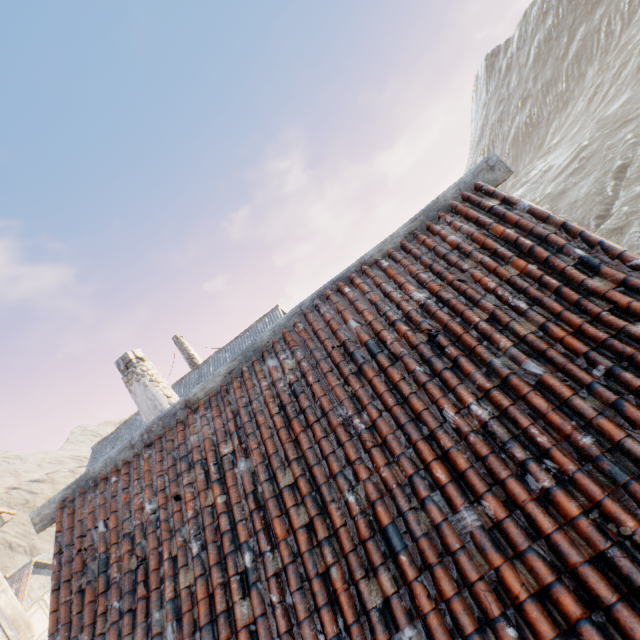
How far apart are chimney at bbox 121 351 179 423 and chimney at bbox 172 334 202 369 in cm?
1385

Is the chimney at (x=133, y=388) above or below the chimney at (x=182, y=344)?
below

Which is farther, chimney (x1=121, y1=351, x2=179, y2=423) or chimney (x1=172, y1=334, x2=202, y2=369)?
chimney (x1=172, y1=334, x2=202, y2=369)

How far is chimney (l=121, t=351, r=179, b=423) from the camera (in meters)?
7.20

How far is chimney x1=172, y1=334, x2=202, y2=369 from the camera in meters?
21.4 m

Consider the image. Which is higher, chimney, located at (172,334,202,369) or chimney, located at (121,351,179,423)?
chimney, located at (172,334,202,369)

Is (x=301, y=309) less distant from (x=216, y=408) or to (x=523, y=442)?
(x=216, y=408)

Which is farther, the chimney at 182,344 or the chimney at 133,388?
the chimney at 182,344
